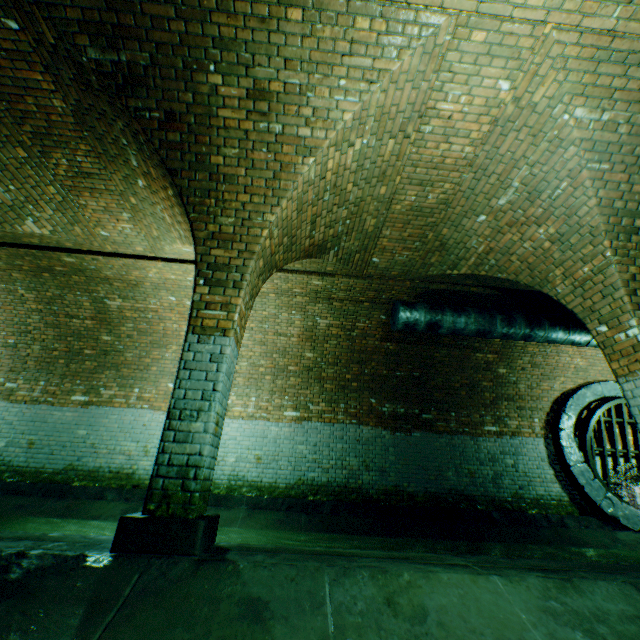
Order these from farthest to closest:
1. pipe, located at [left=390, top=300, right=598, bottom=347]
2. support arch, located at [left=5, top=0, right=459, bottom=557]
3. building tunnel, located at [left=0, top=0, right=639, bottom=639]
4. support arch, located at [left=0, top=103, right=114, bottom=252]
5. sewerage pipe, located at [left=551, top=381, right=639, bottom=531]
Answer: sewerage pipe, located at [left=551, top=381, right=639, bottom=531]
pipe, located at [left=390, top=300, right=598, bottom=347]
support arch, located at [left=0, top=103, right=114, bottom=252]
support arch, located at [left=5, top=0, right=459, bottom=557]
building tunnel, located at [left=0, top=0, right=639, bottom=639]

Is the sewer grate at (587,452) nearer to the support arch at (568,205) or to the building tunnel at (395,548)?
the building tunnel at (395,548)

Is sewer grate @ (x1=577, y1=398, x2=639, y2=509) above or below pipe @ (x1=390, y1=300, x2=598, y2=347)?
below

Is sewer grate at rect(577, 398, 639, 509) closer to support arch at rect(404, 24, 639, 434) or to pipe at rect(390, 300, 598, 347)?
pipe at rect(390, 300, 598, 347)

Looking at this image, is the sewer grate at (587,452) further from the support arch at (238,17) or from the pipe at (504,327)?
the support arch at (238,17)

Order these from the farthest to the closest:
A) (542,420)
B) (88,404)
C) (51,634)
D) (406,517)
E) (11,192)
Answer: (542,420), (88,404), (406,517), (11,192), (51,634)

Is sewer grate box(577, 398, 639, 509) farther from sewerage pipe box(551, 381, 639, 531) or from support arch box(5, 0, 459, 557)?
support arch box(5, 0, 459, 557)

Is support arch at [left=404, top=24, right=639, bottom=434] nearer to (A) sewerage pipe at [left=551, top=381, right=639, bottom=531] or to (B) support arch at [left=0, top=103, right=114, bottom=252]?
(A) sewerage pipe at [left=551, top=381, right=639, bottom=531]
